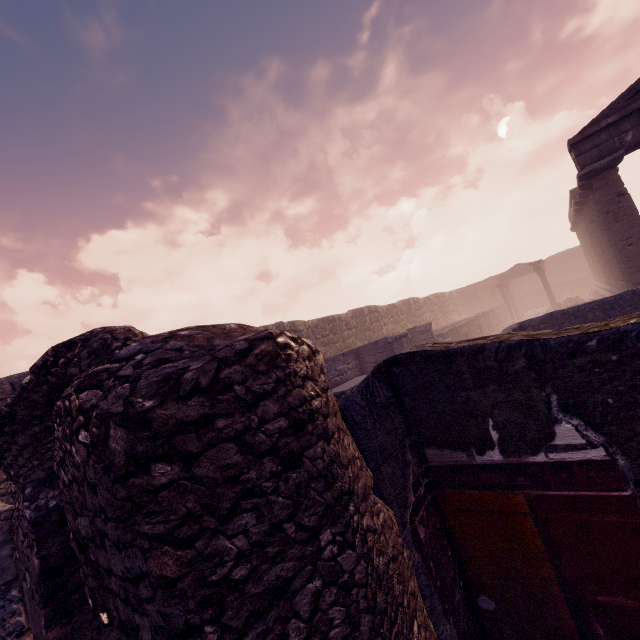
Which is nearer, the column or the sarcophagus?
the sarcophagus

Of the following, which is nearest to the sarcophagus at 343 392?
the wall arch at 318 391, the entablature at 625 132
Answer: the wall arch at 318 391

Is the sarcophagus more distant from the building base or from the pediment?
the pediment

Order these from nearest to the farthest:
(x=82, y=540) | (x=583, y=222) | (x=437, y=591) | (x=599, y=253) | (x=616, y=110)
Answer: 1. (x=82, y=540)
2. (x=437, y=591)
3. (x=616, y=110)
4. (x=599, y=253)
5. (x=583, y=222)

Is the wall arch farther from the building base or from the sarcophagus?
the building base

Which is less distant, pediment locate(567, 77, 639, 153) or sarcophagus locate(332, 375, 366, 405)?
sarcophagus locate(332, 375, 366, 405)

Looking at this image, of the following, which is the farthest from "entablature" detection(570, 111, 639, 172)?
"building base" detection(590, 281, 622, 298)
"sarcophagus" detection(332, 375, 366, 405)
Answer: "sarcophagus" detection(332, 375, 366, 405)

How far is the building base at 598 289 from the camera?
18.14m
